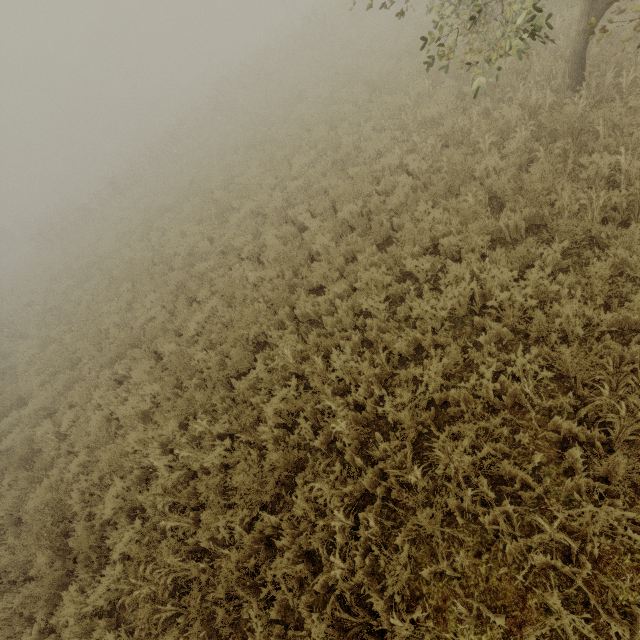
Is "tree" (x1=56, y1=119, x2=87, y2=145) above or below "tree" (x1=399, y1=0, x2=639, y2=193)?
above

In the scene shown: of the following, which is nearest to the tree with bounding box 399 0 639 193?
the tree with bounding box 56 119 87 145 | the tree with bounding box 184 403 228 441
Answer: the tree with bounding box 184 403 228 441

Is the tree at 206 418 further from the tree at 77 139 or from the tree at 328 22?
the tree at 77 139

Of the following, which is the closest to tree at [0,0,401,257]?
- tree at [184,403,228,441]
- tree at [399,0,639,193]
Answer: tree at [399,0,639,193]

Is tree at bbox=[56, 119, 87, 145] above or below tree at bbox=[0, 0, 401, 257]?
above

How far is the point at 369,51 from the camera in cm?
1529

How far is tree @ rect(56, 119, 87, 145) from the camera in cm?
5775

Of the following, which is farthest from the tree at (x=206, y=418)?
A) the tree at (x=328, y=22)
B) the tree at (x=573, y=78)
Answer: the tree at (x=328, y=22)
